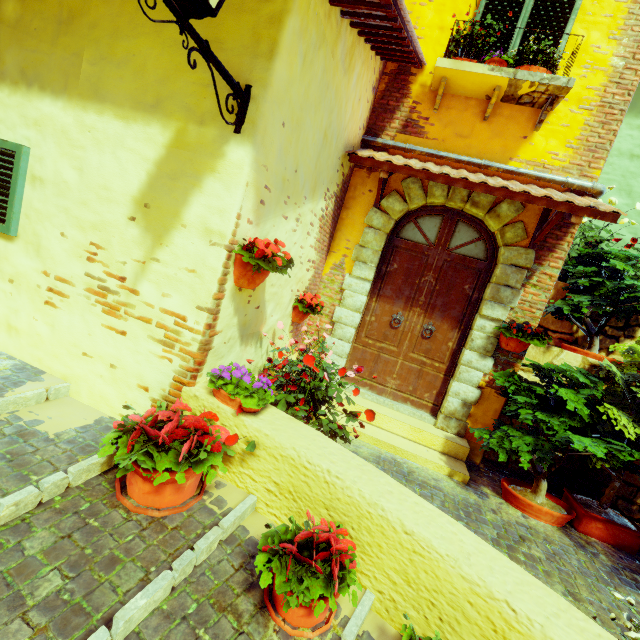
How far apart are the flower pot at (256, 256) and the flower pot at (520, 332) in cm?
293

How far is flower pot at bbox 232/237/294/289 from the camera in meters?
2.3 m

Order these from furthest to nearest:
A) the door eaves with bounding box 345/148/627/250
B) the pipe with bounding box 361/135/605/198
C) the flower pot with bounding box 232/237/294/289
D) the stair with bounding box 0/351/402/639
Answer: the pipe with bounding box 361/135/605/198 < the door eaves with bounding box 345/148/627/250 < the flower pot with bounding box 232/237/294/289 < the stair with bounding box 0/351/402/639

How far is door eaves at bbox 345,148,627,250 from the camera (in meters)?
3.32

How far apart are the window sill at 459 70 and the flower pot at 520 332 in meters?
2.4 m

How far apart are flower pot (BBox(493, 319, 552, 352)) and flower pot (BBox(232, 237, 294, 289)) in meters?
2.9

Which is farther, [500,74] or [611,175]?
[611,175]

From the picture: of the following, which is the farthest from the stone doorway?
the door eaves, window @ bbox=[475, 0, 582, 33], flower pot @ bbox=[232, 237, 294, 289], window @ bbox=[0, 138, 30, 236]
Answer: window @ bbox=[0, 138, 30, 236]
